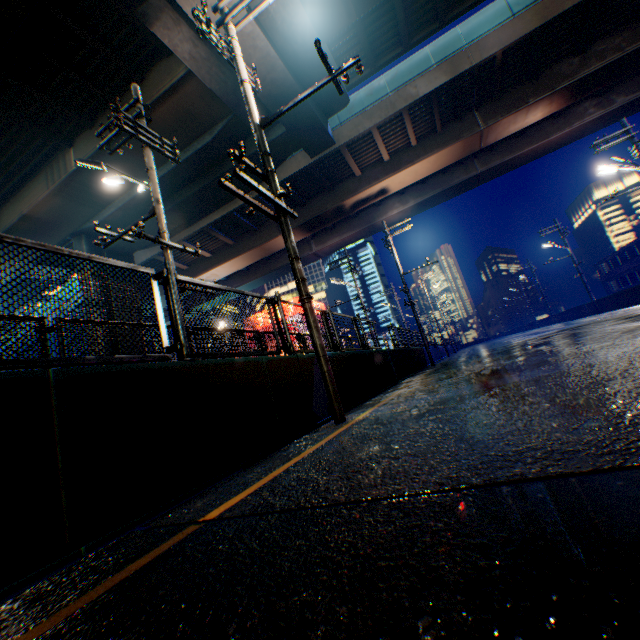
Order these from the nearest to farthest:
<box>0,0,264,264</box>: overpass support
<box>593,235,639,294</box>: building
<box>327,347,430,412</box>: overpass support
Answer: <box>327,347,430,412</box>: overpass support, <box>0,0,264,264</box>: overpass support, <box>593,235,639,294</box>: building

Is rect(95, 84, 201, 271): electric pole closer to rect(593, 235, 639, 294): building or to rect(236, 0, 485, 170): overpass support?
rect(236, 0, 485, 170): overpass support

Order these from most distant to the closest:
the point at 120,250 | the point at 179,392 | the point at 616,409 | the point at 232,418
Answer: the point at 120,250
the point at 232,418
the point at 179,392
the point at 616,409

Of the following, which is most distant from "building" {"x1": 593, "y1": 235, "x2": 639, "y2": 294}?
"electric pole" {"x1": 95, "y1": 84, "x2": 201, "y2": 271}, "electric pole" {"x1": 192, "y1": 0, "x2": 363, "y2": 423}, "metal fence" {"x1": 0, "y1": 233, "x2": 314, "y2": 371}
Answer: "electric pole" {"x1": 95, "y1": 84, "x2": 201, "y2": 271}

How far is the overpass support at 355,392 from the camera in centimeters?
748cm

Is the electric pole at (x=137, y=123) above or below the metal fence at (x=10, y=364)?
above

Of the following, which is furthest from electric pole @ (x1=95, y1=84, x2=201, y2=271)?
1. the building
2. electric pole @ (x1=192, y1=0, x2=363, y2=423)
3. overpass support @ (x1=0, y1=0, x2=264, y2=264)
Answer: the building
